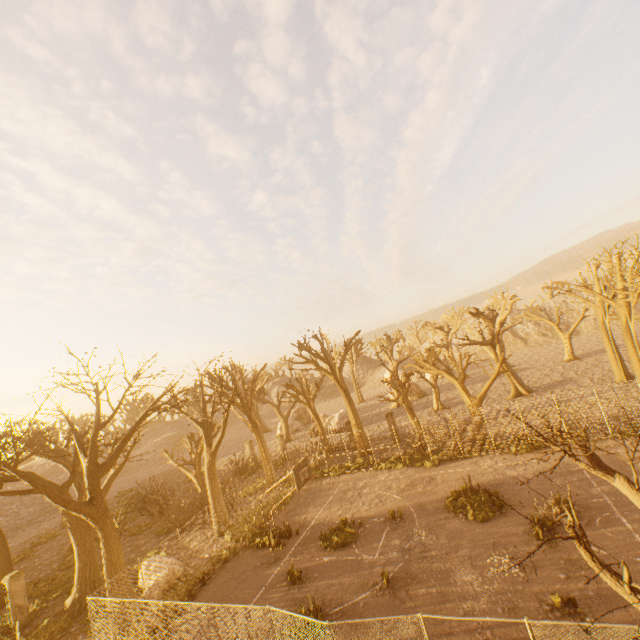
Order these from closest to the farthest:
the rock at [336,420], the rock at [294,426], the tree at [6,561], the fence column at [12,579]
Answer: the fence column at [12,579]
the tree at [6,561]
the rock at [336,420]
the rock at [294,426]

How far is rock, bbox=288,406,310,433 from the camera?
46.4 meters

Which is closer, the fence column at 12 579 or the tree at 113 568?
the tree at 113 568

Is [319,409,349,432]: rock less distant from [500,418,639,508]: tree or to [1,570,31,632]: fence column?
[500,418,639,508]: tree

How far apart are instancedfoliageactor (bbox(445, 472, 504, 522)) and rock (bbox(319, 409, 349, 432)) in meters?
22.4 m

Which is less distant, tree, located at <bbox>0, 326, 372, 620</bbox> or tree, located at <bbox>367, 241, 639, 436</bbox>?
tree, located at <bbox>0, 326, 372, 620</bbox>

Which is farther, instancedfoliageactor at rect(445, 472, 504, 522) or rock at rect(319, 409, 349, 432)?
rock at rect(319, 409, 349, 432)

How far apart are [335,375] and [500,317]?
16.8m
